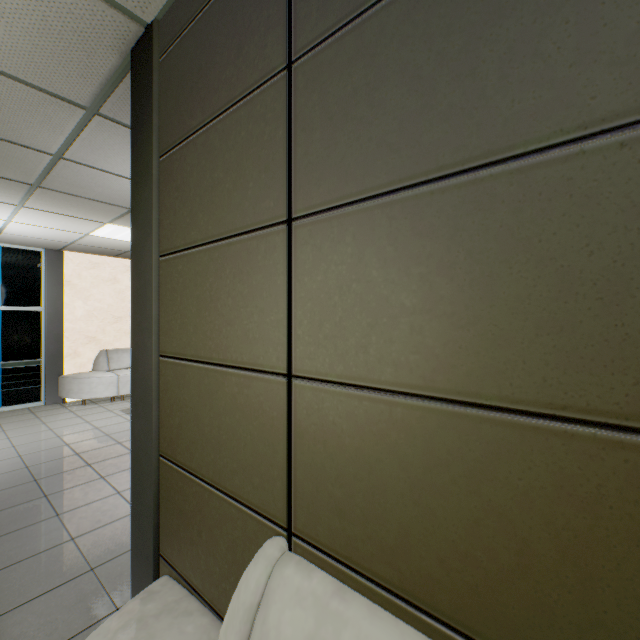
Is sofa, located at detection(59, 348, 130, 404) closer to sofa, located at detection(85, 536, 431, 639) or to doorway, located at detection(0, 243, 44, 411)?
doorway, located at detection(0, 243, 44, 411)

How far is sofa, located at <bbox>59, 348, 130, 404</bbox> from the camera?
6.7 meters

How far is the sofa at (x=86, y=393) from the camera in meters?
6.7 m

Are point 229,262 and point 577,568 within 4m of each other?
yes

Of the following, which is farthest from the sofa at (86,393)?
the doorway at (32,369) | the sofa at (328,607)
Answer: the sofa at (328,607)

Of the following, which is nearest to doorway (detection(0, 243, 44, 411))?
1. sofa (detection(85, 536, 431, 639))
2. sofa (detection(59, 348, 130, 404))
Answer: sofa (detection(59, 348, 130, 404))

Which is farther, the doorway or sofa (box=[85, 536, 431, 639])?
the doorway

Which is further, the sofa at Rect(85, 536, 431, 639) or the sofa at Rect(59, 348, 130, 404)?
the sofa at Rect(59, 348, 130, 404)
